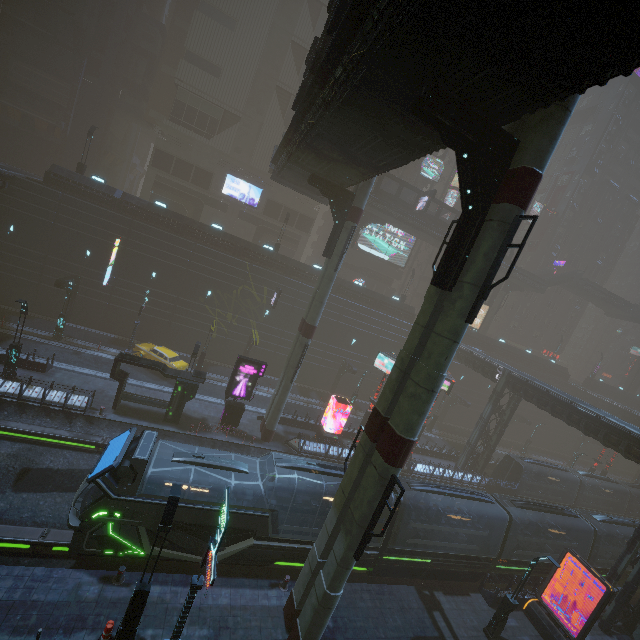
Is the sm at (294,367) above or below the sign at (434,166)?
below

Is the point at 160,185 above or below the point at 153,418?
above

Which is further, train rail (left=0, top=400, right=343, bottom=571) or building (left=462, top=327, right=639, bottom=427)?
building (left=462, top=327, right=639, bottom=427)

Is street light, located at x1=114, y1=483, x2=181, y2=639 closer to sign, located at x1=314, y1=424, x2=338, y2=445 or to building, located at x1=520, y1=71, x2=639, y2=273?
building, located at x1=520, y1=71, x2=639, y2=273

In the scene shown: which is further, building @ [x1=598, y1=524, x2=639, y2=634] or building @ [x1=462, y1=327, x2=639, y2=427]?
building @ [x1=462, y1=327, x2=639, y2=427]

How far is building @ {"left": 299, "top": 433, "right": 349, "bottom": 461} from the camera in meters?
26.1 m

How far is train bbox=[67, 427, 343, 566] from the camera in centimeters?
1260cm

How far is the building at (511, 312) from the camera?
58.1m
